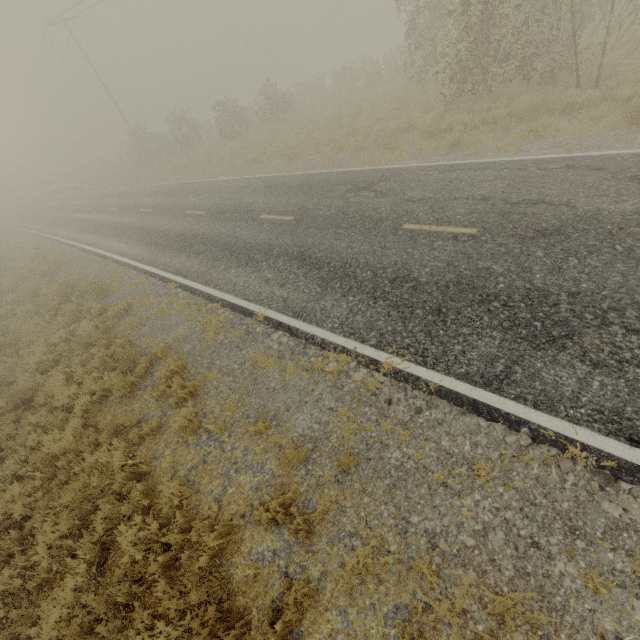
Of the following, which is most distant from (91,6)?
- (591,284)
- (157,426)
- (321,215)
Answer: (591,284)
